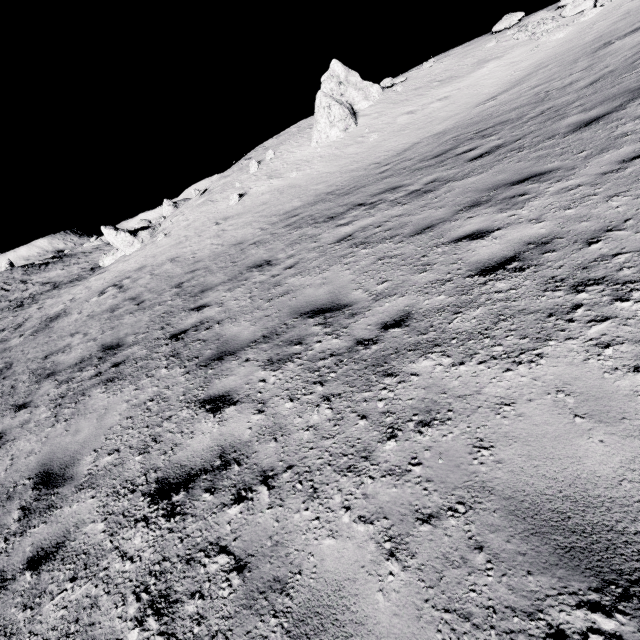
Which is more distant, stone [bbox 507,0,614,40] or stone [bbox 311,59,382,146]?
stone [bbox 311,59,382,146]

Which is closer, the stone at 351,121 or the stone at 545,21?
the stone at 545,21

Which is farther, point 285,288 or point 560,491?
point 285,288

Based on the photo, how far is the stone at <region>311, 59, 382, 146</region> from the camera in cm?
1794

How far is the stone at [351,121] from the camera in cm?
1794
